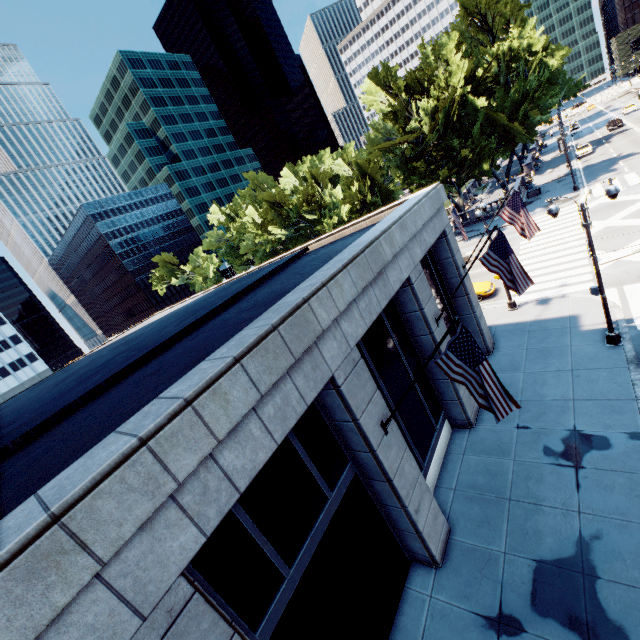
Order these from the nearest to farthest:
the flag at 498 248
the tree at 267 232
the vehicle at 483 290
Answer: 1. the flag at 498 248
2. the vehicle at 483 290
3. the tree at 267 232

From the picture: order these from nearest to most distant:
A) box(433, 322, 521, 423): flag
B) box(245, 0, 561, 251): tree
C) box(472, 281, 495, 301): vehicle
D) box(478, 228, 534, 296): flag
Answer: box(433, 322, 521, 423): flag → box(478, 228, 534, 296): flag → box(472, 281, 495, 301): vehicle → box(245, 0, 561, 251): tree

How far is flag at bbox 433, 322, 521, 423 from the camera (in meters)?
6.46

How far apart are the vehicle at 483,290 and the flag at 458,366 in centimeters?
1877cm

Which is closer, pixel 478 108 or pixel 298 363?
pixel 298 363

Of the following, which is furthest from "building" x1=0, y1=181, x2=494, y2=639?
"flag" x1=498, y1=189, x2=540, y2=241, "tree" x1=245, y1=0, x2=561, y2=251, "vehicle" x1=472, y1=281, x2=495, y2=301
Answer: "tree" x1=245, y1=0, x2=561, y2=251

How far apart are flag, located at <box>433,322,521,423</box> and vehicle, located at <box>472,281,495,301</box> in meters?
18.8 m

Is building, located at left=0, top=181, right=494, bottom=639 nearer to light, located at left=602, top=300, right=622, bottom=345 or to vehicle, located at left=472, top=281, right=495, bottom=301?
light, located at left=602, top=300, right=622, bottom=345
